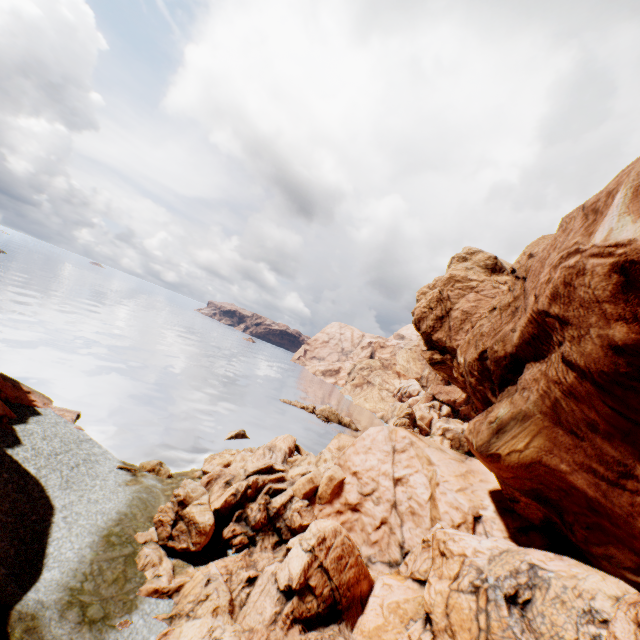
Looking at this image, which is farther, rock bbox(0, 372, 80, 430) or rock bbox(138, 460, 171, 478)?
rock bbox(138, 460, 171, 478)

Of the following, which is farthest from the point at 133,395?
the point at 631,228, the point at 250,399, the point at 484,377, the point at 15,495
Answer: the point at 631,228

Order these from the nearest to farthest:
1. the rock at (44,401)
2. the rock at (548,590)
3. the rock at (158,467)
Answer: the rock at (548,590)
the rock at (44,401)
the rock at (158,467)

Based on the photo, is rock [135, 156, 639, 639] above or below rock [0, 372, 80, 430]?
above

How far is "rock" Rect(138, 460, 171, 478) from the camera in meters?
24.6

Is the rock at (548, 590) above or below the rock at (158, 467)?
above
